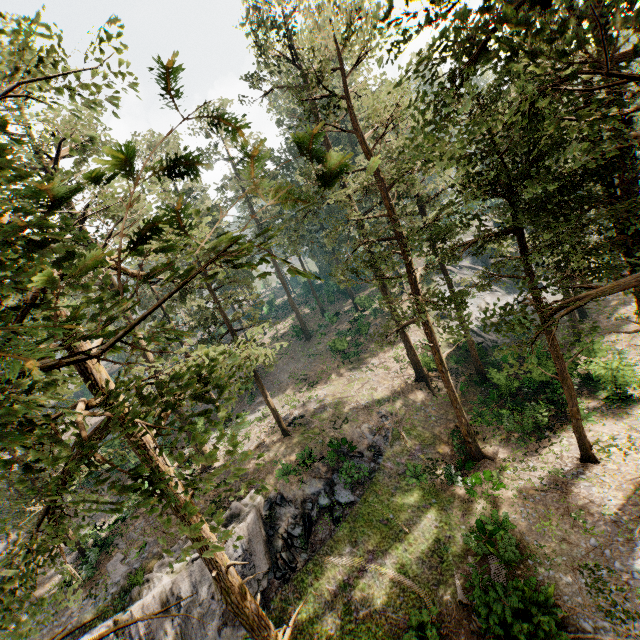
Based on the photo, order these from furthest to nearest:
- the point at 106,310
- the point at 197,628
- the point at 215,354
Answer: the point at 197,628
the point at 215,354
the point at 106,310

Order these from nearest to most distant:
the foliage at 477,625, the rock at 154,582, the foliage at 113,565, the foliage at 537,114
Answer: the foliage at 537,114 < the foliage at 477,625 < the rock at 154,582 < the foliage at 113,565

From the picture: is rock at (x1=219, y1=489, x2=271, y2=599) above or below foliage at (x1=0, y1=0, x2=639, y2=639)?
below

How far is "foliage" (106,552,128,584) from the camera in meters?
20.1

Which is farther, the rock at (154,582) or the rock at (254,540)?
the rock at (254,540)

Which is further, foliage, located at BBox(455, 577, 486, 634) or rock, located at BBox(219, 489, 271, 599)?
rock, located at BBox(219, 489, 271, 599)
